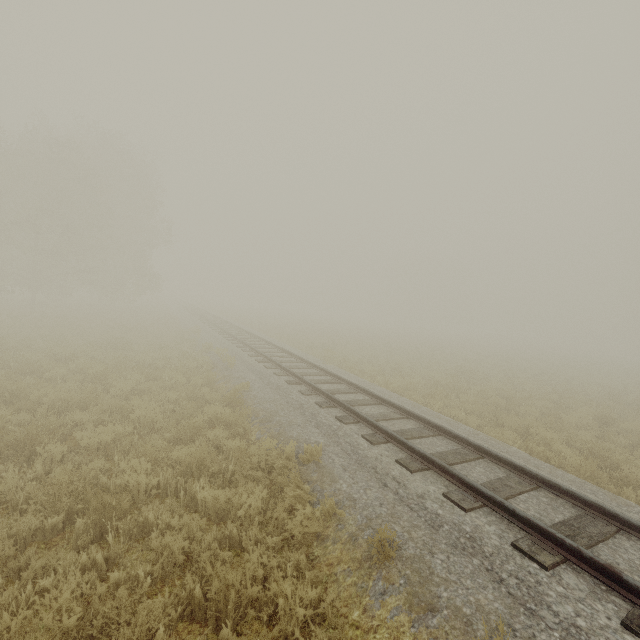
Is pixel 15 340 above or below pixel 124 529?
above
